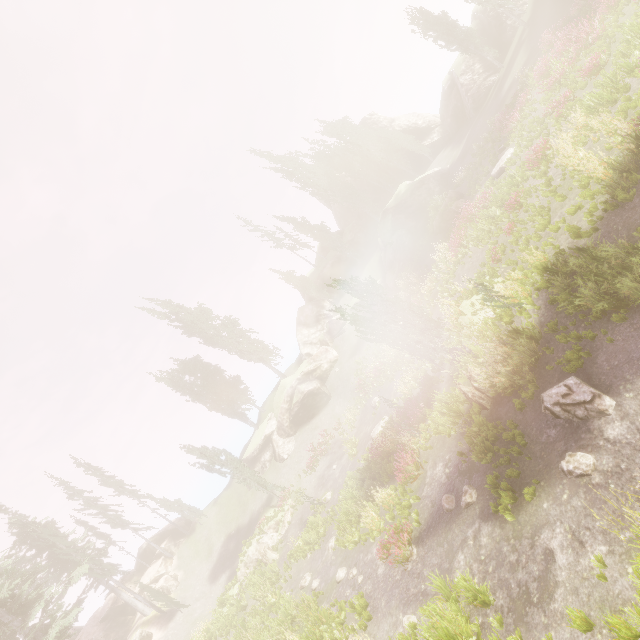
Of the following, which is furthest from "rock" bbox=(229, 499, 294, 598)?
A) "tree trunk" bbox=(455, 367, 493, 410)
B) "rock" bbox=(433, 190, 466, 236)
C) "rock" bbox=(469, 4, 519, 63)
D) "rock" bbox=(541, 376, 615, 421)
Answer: "rock" bbox=(433, 190, 466, 236)

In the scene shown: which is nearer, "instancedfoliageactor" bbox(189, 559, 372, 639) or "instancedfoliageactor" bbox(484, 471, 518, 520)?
"instancedfoliageactor" bbox(484, 471, 518, 520)

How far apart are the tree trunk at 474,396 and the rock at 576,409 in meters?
2.6

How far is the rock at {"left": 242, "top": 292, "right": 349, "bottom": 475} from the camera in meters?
36.2

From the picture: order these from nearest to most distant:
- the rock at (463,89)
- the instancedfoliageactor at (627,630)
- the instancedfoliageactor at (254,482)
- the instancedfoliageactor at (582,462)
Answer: the instancedfoliageactor at (627,630) < the instancedfoliageactor at (582,462) < the instancedfoliageactor at (254,482) < the rock at (463,89)

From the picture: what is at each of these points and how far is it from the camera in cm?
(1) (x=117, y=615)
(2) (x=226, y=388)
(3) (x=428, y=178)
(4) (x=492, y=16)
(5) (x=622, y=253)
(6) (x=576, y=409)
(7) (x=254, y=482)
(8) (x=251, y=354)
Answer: (1) rock, 3347
(2) instancedfoliageactor, 4297
(3) rock, 3372
(4) rock, 3144
(5) instancedfoliageactor, 833
(6) rock, 808
(7) instancedfoliageactor, 3077
(8) instancedfoliageactor, 4431

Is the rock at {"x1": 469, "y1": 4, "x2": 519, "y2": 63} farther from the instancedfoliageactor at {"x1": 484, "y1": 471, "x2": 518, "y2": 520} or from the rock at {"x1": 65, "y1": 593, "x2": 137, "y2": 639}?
the rock at {"x1": 65, "y1": 593, "x2": 137, "y2": 639}

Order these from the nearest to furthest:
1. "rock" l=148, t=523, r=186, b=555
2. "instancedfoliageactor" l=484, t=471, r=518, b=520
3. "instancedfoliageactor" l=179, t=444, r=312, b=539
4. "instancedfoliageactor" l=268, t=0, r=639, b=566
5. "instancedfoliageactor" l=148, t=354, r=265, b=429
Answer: "instancedfoliageactor" l=484, t=471, r=518, b=520 → "instancedfoliageactor" l=268, t=0, r=639, b=566 → "instancedfoliageactor" l=179, t=444, r=312, b=539 → "rock" l=148, t=523, r=186, b=555 → "instancedfoliageactor" l=148, t=354, r=265, b=429
